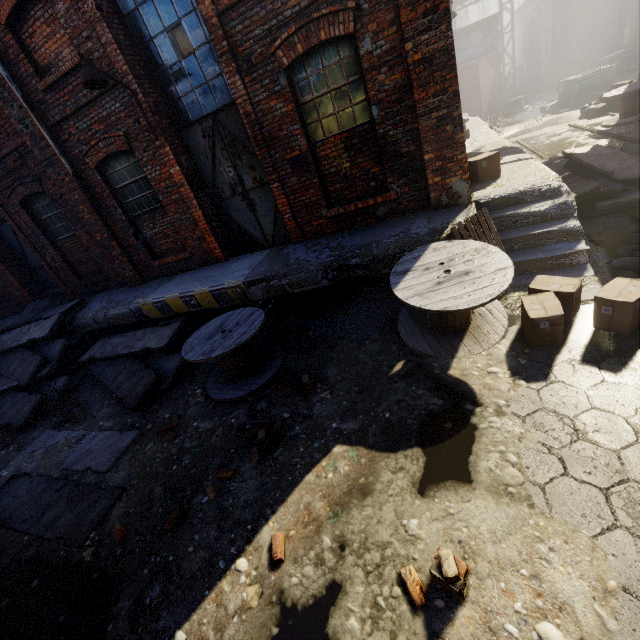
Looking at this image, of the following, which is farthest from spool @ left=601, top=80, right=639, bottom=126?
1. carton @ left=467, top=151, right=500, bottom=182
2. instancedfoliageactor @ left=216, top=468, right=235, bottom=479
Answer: instancedfoliageactor @ left=216, top=468, right=235, bottom=479

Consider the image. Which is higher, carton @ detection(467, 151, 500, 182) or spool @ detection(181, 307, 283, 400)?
carton @ detection(467, 151, 500, 182)

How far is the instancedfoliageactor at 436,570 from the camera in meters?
2.3

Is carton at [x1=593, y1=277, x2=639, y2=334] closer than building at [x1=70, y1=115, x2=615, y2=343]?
Yes

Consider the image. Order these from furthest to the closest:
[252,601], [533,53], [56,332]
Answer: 1. [533,53]
2. [56,332]
3. [252,601]

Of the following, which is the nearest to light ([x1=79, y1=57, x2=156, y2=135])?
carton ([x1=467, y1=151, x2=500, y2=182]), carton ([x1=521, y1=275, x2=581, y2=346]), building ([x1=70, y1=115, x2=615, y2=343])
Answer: building ([x1=70, y1=115, x2=615, y2=343])

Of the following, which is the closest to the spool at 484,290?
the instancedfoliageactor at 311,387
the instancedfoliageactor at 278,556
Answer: the instancedfoliageactor at 311,387

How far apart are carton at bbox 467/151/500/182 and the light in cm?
637
